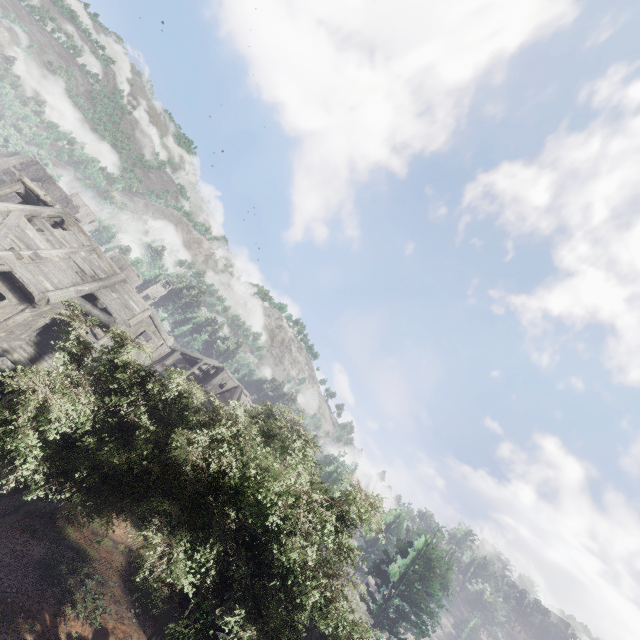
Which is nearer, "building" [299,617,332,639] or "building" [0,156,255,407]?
"building" [299,617,332,639]

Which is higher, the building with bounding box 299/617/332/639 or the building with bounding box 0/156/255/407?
the building with bounding box 299/617/332/639

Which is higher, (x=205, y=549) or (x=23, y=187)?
(x=23, y=187)

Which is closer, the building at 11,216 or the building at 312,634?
the building at 312,634

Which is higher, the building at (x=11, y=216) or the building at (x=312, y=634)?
the building at (x=312, y=634)
